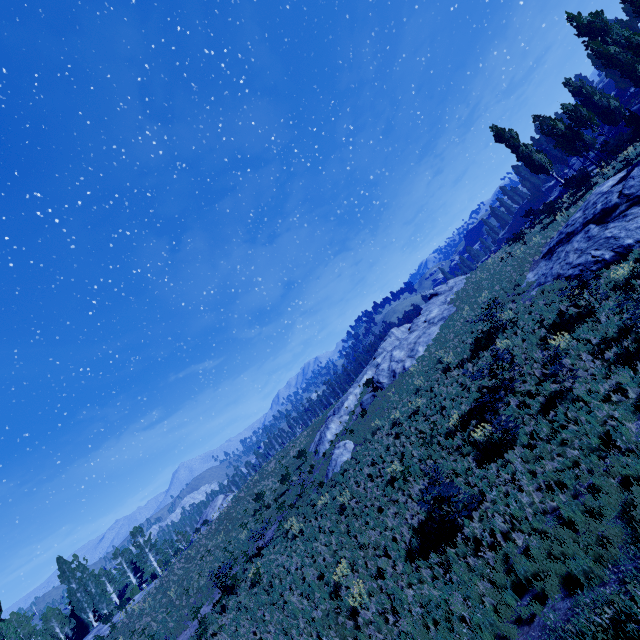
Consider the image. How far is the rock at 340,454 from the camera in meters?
22.4

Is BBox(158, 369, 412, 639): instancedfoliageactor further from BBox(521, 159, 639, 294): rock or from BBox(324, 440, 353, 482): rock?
BBox(324, 440, 353, 482): rock

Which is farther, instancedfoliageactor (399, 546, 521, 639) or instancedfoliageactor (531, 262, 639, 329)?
instancedfoliageactor (531, 262, 639, 329)

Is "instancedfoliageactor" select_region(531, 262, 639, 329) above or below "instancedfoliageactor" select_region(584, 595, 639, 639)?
above

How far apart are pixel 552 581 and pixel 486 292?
22.06m

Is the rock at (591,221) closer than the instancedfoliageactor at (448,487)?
No

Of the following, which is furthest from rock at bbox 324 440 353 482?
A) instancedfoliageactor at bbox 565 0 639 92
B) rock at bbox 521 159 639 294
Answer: instancedfoliageactor at bbox 565 0 639 92
